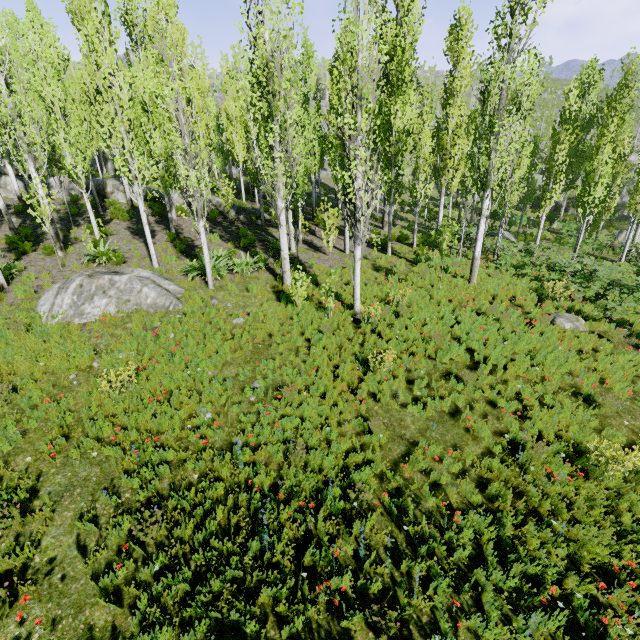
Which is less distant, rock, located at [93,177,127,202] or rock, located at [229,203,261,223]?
rock, located at [229,203,261,223]

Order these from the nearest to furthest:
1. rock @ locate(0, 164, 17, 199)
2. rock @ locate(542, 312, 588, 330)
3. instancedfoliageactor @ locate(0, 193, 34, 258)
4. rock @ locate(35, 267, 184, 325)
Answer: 1. rock @ locate(35, 267, 184, 325)
2. rock @ locate(542, 312, 588, 330)
3. instancedfoliageactor @ locate(0, 193, 34, 258)
4. rock @ locate(0, 164, 17, 199)

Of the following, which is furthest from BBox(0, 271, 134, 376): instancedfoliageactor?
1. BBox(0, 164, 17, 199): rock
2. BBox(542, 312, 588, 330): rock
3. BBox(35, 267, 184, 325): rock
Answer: BBox(542, 312, 588, 330): rock

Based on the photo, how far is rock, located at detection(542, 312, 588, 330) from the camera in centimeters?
1022cm

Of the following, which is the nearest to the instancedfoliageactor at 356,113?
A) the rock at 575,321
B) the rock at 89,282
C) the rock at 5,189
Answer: the rock at 5,189

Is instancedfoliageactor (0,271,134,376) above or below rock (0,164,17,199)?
below

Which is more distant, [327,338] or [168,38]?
[327,338]

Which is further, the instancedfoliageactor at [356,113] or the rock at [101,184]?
the rock at [101,184]
